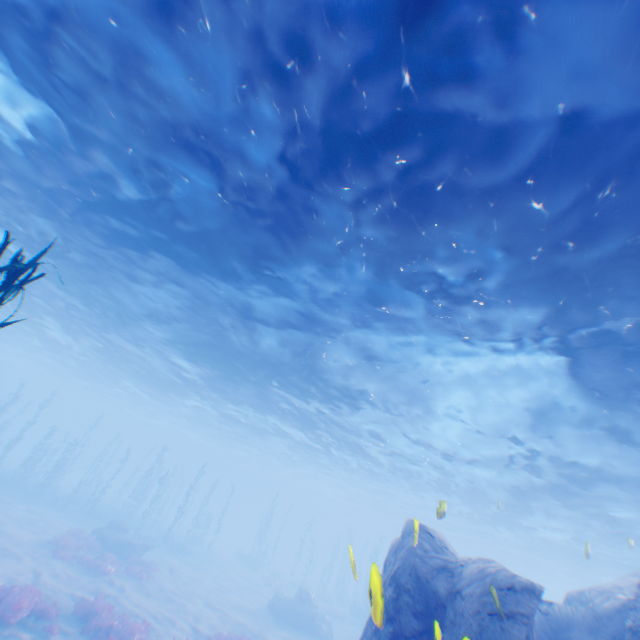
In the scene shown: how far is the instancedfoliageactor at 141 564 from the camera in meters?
19.9 m

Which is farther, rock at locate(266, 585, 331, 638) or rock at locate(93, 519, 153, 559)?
rock at locate(266, 585, 331, 638)

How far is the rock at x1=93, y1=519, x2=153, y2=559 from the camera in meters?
22.3 m

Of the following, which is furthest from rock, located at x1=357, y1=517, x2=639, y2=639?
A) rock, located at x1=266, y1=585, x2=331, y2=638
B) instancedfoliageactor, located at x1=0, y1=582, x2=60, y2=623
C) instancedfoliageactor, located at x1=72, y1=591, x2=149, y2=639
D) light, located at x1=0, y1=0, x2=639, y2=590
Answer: rock, located at x1=266, y1=585, x2=331, y2=638

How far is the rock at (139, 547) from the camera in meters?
22.3 m

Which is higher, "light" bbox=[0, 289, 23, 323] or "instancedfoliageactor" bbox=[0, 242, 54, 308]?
"light" bbox=[0, 289, 23, 323]

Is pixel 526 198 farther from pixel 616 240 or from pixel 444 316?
pixel 444 316

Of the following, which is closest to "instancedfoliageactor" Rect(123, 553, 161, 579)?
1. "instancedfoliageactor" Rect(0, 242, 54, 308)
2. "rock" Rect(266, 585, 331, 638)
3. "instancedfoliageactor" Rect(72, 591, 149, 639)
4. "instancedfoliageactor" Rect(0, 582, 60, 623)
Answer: "instancedfoliageactor" Rect(72, 591, 149, 639)
